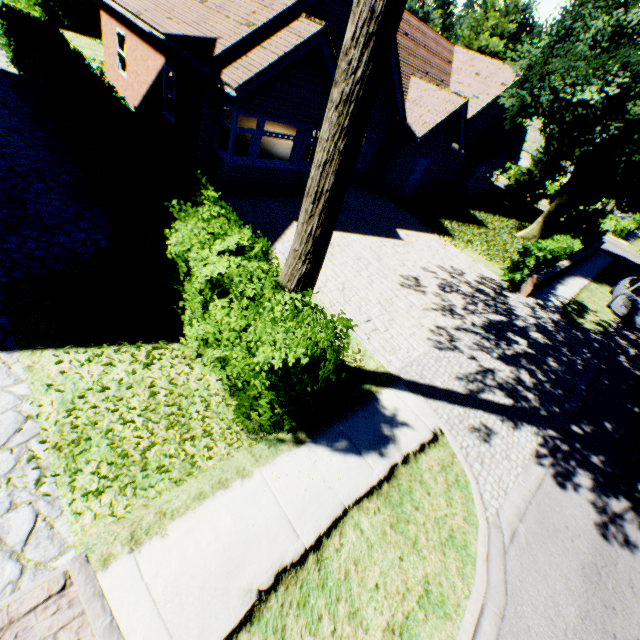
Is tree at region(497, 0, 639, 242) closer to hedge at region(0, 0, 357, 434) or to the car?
hedge at region(0, 0, 357, 434)

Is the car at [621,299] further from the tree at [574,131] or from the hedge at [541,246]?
the hedge at [541,246]

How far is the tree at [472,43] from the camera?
26.5 meters

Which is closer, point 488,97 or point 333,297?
point 333,297

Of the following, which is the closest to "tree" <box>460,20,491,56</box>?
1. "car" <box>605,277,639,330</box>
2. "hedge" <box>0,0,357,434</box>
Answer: "hedge" <box>0,0,357,434</box>

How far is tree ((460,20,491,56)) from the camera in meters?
26.5 m
